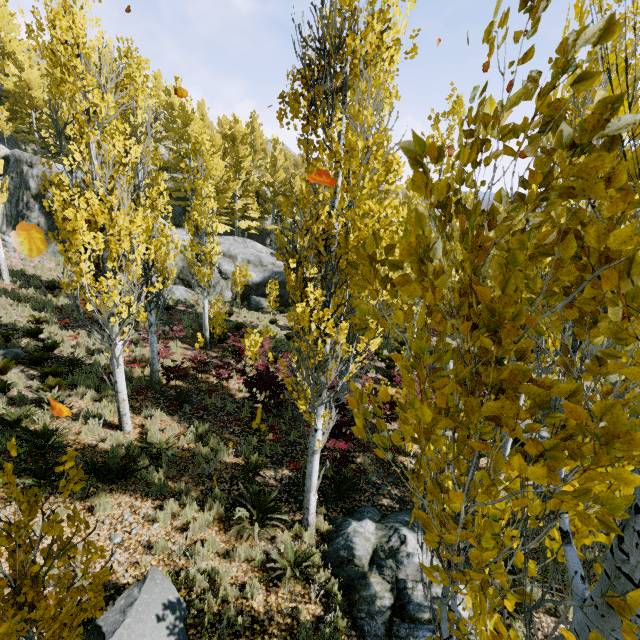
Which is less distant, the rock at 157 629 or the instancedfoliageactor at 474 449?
the instancedfoliageactor at 474 449

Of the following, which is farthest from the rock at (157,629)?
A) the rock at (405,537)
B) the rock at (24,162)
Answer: the rock at (24,162)

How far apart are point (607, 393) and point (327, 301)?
4.0m

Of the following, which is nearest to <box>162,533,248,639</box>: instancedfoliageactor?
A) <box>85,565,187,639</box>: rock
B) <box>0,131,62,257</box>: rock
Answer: <box>0,131,62,257</box>: rock

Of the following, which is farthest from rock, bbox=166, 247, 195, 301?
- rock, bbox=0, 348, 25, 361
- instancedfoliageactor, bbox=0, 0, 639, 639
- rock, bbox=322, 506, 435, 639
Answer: rock, bbox=322, 506, 435, 639

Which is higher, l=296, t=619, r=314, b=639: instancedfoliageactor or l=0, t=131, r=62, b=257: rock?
l=0, t=131, r=62, b=257: rock

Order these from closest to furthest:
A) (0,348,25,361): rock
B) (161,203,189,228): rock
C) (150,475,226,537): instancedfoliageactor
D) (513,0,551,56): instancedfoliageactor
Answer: (513,0,551,56): instancedfoliageactor < (150,475,226,537): instancedfoliageactor < (0,348,25,361): rock < (161,203,189,228): rock
